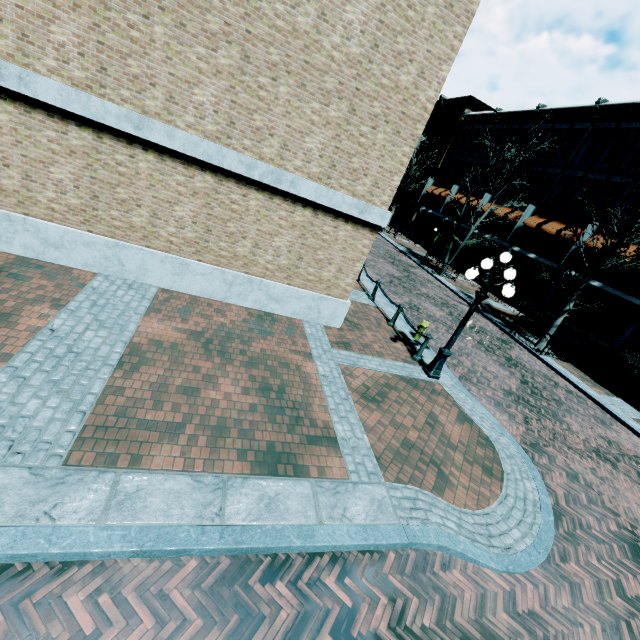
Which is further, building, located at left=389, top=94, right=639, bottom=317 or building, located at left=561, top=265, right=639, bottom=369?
building, located at left=389, top=94, right=639, bottom=317

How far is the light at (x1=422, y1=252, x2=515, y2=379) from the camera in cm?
730

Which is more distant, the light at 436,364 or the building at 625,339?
the building at 625,339

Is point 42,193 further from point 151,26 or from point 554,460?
point 554,460

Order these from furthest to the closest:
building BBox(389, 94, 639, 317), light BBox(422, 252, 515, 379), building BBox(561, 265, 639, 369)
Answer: building BBox(389, 94, 639, 317) → building BBox(561, 265, 639, 369) → light BBox(422, 252, 515, 379)

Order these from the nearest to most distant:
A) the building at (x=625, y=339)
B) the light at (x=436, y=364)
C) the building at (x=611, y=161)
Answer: the light at (x=436, y=364)
the building at (x=625, y=339)
the building at (x=611, y=161)

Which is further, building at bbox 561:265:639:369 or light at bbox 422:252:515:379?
building at bbox 561:265:639:369
